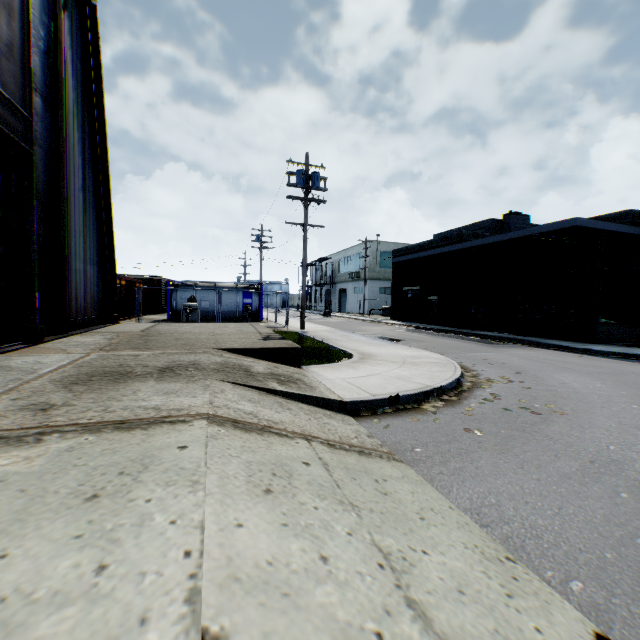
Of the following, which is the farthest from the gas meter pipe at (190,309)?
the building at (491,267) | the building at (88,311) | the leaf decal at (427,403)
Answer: the building at (491,267)

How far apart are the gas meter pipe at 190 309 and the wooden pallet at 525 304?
19.4m

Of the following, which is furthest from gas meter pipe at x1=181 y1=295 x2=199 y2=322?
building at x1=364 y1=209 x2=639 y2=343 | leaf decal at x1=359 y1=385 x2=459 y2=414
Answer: building at x1=364 y1=209 x2=639 y2=343

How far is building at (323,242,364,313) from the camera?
45.1 meters

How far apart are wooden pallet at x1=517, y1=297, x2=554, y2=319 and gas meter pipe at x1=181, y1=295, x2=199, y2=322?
19.38m

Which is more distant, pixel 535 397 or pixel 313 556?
pixel 535 397

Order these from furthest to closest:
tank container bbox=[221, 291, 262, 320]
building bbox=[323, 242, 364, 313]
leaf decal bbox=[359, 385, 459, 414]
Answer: building bbox=[323, 242, 364, 313] → tank container bbox=[221, 291, 262, 320] → leaf decal bbox=[359, 385, 459, 414]

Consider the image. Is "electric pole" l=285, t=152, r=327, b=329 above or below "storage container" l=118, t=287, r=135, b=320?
above
